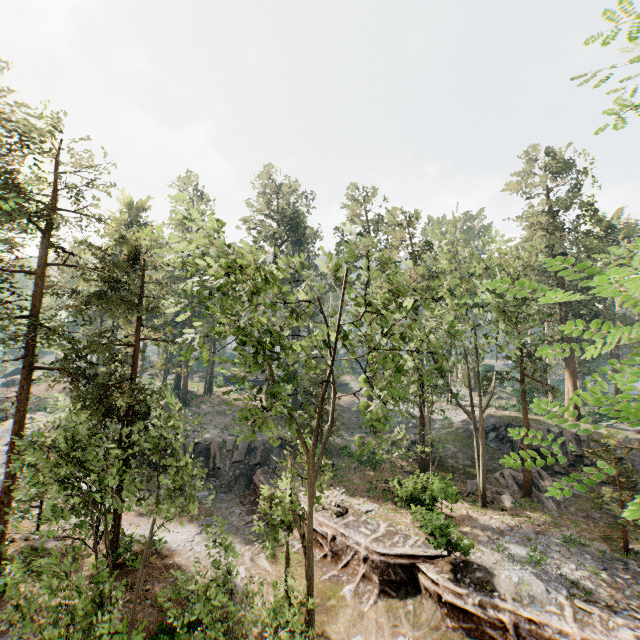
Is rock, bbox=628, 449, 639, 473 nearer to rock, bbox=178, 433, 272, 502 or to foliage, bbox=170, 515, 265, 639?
foliage, bbox=170, 515, 265, 639

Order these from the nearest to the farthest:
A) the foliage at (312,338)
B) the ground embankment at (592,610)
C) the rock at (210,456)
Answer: the foliage at (312,338), the ground embankment at (592,610), the rock at (210,456)

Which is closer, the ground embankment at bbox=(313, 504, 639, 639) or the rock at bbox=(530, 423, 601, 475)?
the ground embankment at bbox=(313, 504, 639, 639)

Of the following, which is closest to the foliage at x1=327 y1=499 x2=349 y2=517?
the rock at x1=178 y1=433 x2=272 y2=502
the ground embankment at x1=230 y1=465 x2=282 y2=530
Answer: the ground embankment at x1=230 y1=465 x2=282 y2=530

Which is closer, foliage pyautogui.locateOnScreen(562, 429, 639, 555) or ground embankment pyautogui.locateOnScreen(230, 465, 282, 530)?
foliage pyautogui.locateOnScreen(562, 429, 639, 555)

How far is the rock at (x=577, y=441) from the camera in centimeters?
2700cm

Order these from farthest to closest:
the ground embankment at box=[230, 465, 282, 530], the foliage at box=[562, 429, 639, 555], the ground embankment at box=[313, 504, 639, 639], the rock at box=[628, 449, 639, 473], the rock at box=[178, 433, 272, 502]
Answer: the rock at box=[178, 433, 272, 502]
the rock at box=[628, 449, 639, 473]
the ground embankment at box=[230, 465, 282, 530]
the ground embankment at box=[313, 504, 639, 639]
the foliage at box=[562, 429, 639, 555]

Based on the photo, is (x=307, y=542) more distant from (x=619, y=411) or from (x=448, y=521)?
(x=619, y=411)
